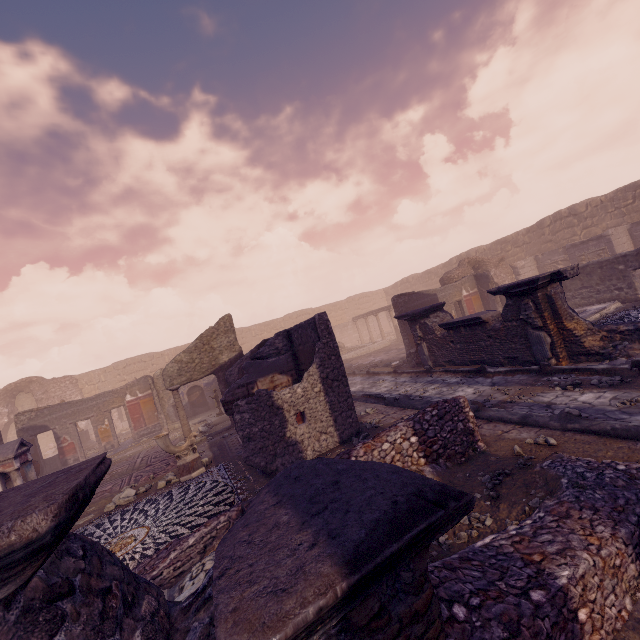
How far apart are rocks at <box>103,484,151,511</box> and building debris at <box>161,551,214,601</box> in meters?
6.1

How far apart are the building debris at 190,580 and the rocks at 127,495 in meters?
6.1

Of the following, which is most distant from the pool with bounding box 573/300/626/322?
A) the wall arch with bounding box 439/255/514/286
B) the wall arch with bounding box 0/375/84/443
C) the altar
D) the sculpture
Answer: the wall arch with bounding box 0/375/84/443

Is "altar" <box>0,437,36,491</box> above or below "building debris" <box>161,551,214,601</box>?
above

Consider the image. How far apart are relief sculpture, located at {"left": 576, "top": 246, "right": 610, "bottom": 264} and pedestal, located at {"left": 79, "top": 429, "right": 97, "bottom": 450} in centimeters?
2880cm

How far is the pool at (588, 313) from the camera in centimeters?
1084cm

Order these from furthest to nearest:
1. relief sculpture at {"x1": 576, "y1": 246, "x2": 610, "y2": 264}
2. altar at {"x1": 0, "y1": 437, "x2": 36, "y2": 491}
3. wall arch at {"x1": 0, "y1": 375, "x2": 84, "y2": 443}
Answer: wall arch at {"x1": 0, "y1": 375, "x2": 84, "y2": 443} → relief sculpture at {"x1": 576, "y1": 246, "x2": 610, "y2": 264} → altar at {"x1": 0, "y1": 437, "x2": 36, "y2": 491}

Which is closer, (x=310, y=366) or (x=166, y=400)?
(x=310, y=366)
